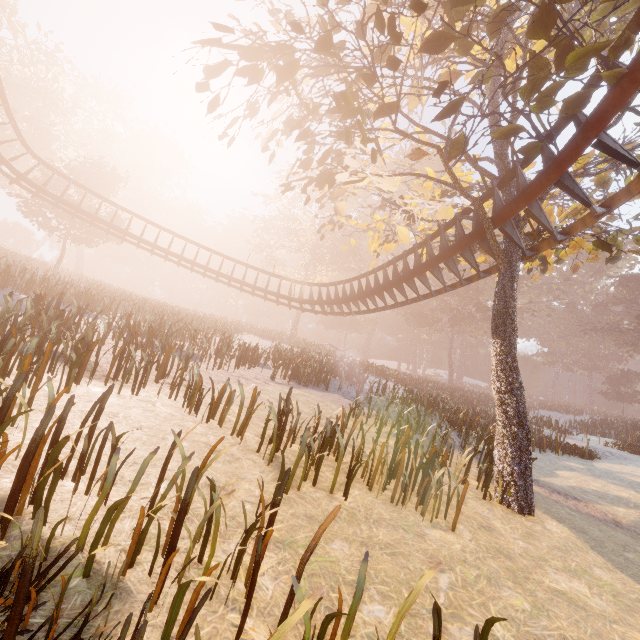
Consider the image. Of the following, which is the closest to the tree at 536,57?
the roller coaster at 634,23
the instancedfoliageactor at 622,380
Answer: the roller coaster at 634,23

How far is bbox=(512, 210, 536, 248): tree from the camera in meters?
8.4 m

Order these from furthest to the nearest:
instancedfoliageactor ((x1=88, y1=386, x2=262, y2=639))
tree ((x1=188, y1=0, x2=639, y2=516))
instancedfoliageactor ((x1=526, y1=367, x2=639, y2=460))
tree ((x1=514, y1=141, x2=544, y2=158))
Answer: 1. instancedfoliageactor ((x1=526, y1=367, x2=639, y2=460))
2. tree ((x1=514, y1=141, x2=544, y2=158))
3. tree ((x1=188, y1=0, x2=639, y2=516))
4. instancedfoliageactor ((x1=88, y1=386, x2=262, y2=639))

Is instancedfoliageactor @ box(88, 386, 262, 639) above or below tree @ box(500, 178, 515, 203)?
below

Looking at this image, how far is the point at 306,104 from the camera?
7.2m

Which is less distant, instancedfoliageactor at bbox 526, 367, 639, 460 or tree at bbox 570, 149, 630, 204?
tree at bbox 570, 149, 630, 204

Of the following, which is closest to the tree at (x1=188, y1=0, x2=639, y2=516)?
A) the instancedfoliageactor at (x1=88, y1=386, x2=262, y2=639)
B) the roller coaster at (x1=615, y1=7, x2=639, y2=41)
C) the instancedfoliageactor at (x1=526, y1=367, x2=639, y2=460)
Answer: the roller coaster at (x1=615, y1=7, x2=639, y2=41)

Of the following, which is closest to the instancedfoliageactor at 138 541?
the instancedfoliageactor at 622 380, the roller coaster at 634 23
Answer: the roller coaster at 634 23
